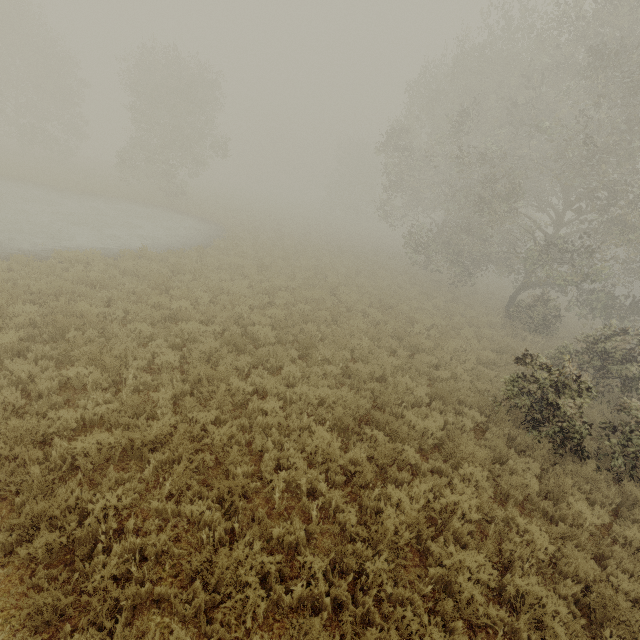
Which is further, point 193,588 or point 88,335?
point 88,335
